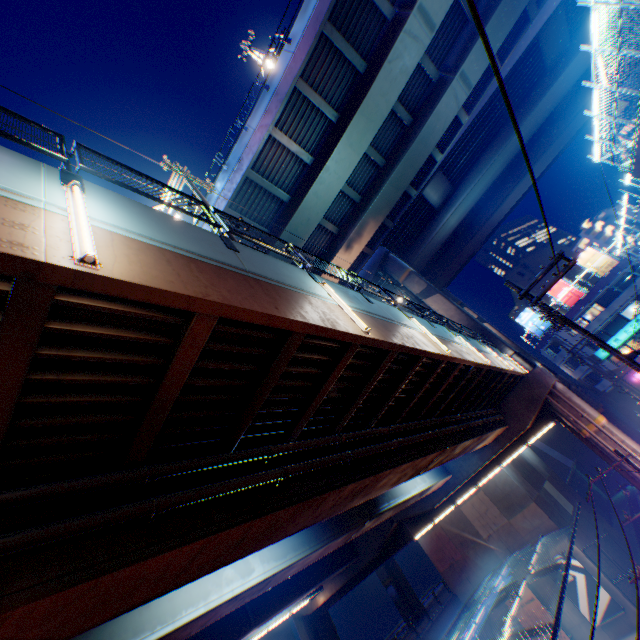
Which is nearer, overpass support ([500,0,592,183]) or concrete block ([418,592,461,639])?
overpass support ([500,0,592,183])

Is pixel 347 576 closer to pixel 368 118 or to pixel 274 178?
pixel 274 178

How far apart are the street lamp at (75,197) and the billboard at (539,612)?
38.17m

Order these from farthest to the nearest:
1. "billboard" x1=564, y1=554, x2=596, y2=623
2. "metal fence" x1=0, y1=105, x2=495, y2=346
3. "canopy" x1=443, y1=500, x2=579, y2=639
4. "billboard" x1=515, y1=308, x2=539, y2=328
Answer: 1. "billboard" x1=515, y1=308, x2=539, y2=328
2. "billboard" x1=564, y1=554, x2=596, y2=623
3. "canopy" x1=443, y1=500, x2=579, y2=639
4. "metal fence" x1=0, y1=105, x2=495, y2=346

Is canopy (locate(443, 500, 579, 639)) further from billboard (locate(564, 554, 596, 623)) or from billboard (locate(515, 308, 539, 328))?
billboard (locate(515, 308, 539, 328))

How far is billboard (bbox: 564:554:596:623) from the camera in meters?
24.3

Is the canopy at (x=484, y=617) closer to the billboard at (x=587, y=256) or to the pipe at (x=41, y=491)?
the pipe at (x=41, y=491)

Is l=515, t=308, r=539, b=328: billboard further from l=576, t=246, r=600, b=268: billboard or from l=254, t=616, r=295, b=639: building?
l=254, t=616, r=295, b=639: building
